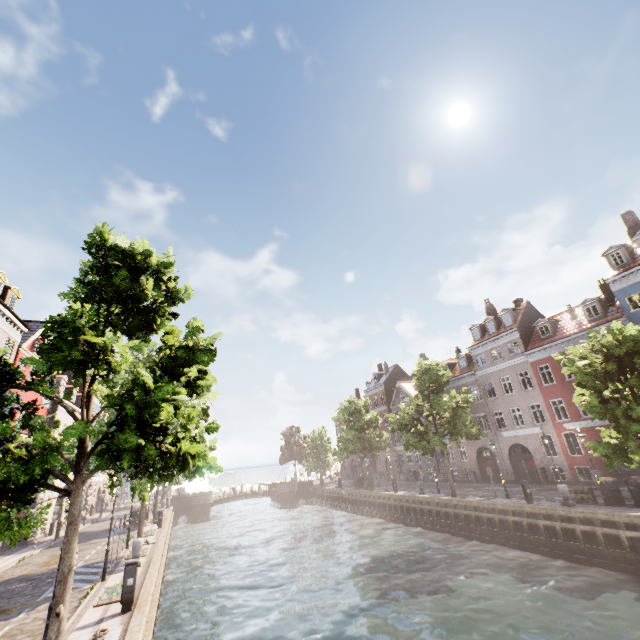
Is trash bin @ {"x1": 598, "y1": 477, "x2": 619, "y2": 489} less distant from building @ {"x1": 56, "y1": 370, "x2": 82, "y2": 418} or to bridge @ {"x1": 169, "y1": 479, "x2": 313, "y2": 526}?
building @ {"x1": 56, "y1": 370, "x2": 82, "y2": 418}

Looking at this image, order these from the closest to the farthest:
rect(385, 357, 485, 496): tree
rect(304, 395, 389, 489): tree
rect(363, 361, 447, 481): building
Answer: rect(385, 357, 485, 496): tree
rect(304, 395, 389, 489): tree
rect(363, 361, 447, 481): building

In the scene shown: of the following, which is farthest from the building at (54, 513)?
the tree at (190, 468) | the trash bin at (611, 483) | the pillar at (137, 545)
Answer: the pillar at (137, 545)

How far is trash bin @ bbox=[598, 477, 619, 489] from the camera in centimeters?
1745cm

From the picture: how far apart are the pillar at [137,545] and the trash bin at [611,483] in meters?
24.0

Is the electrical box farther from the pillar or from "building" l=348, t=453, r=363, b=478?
"building" l=348, t=453, r=363, b=478

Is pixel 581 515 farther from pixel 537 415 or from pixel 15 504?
pixel 15 504

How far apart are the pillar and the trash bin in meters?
24.0 m
